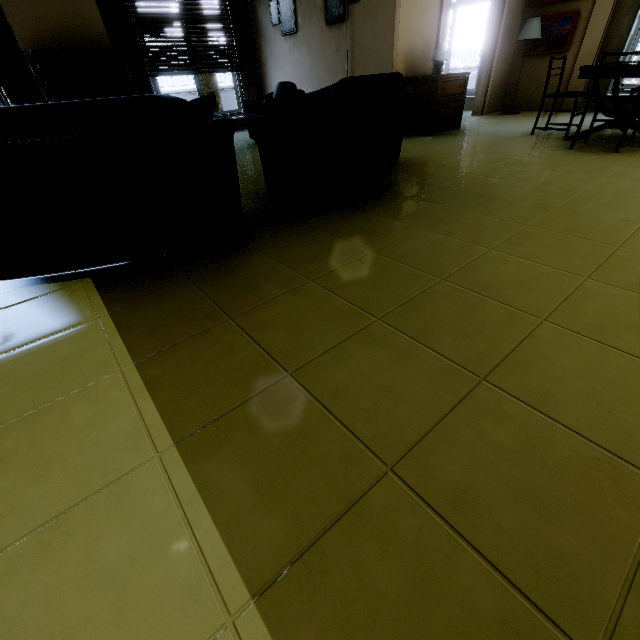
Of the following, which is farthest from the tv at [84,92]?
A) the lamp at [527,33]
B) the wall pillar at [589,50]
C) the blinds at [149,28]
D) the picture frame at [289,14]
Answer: the wall pillar at [589,50]

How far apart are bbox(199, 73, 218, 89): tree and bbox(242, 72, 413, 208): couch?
7.6 meters

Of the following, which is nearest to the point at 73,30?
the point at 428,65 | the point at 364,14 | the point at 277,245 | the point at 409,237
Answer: the point at 364,14

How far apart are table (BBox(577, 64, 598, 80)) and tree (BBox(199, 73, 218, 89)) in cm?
896

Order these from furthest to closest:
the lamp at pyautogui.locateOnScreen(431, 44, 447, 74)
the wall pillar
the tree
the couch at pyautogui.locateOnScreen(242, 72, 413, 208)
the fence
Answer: the fence
the tree
the wall pillar
the lamp at pyautogui.locateOnScreen(431, 44, 447, 74)
the couch at pyautogui.locateOnScreen(242, 72, 413, 208)

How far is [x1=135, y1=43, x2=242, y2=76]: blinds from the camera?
6.1 meters

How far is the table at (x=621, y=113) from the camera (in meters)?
4.05

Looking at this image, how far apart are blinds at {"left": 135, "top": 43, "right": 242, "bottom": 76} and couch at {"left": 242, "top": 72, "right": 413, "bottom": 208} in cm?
467
